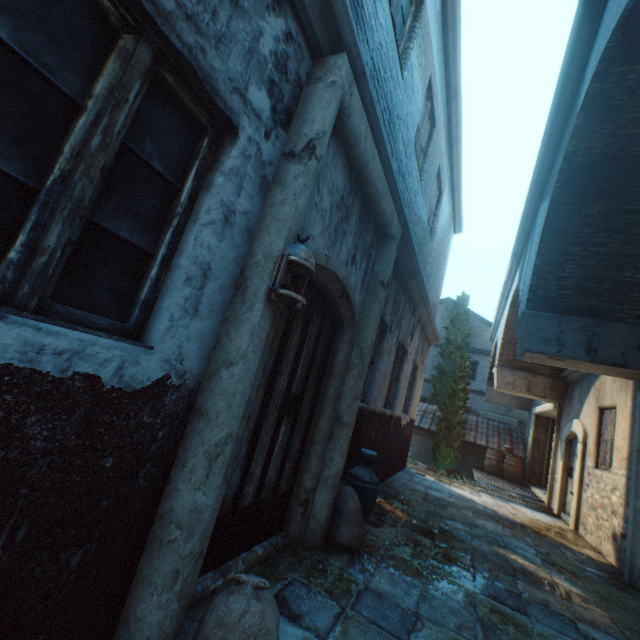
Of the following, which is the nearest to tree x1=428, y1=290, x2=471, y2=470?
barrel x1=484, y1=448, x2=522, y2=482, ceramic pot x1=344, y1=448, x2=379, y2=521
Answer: barrel x1=484, y1=448, x2=522, y2=482

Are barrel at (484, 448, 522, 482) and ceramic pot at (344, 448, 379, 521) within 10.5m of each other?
no

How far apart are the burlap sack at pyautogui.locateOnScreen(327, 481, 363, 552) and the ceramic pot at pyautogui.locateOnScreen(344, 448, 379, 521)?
0.09m

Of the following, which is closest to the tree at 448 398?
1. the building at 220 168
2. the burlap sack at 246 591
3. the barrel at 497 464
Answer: the building at 220 168

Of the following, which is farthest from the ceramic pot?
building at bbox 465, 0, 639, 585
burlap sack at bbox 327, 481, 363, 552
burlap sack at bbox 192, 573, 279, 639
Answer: building at bbox 465, 0, 639, 585

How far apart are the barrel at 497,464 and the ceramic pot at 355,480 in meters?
12.2 m

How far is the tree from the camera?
14.4 meters

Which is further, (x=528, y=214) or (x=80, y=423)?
(x=528, y=214)
